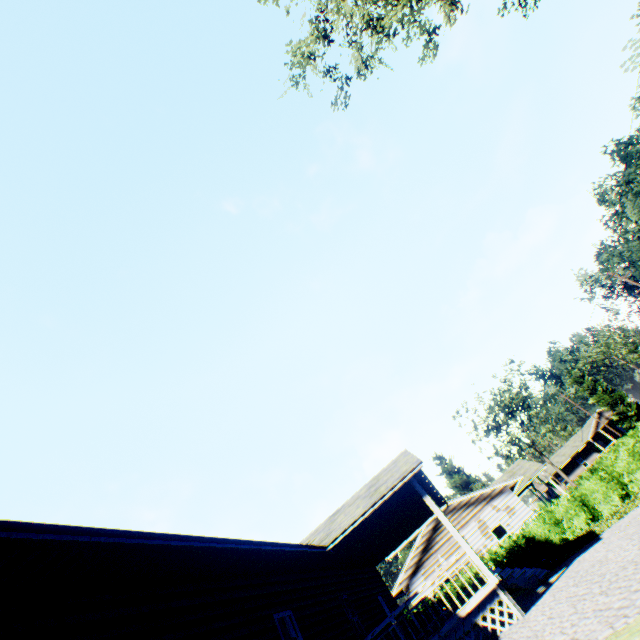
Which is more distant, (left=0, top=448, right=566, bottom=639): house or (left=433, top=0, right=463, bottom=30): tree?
(left=433, top=0, right=463, bottom=30): tree

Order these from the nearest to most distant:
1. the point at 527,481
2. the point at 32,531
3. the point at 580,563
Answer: the point at 32,531 → the point at 580,563 → the point at 527,481

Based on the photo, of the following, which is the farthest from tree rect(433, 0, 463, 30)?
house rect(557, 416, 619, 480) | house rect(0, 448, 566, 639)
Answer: house rect(557, 416, 619, 480)

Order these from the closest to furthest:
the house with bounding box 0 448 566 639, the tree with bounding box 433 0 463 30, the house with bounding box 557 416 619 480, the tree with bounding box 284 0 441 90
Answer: the house with bounding box 0 448 566 639
the tree with bounding box 284 0 441 90
the tree with bounding box 433 0 463 30
the house with bounding box 557 416 619 480

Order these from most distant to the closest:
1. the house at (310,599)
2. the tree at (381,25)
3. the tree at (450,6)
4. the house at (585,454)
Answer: the house at (585,454), the tree at (450,6), the tree at (381,25), the house at (310,599)

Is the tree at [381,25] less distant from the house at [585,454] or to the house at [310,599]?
the house at [310,599]
